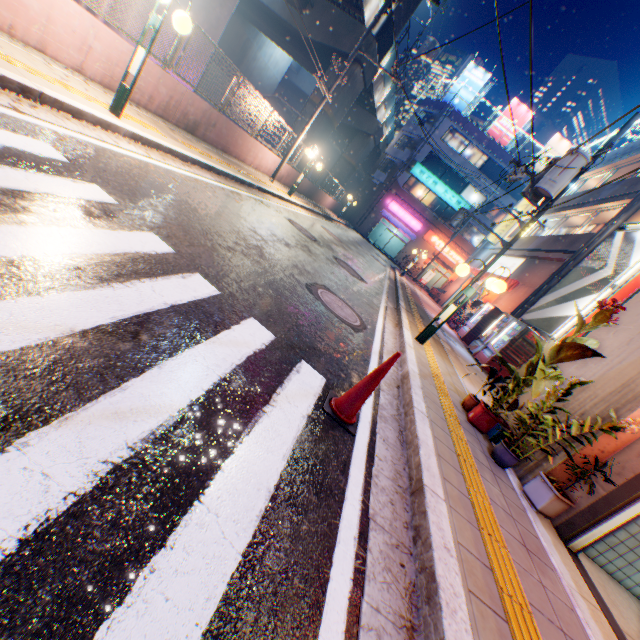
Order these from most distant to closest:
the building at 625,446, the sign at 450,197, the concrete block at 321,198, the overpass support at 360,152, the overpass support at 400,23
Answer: the sign at 450,197 < the concrete block at 321,198 < the overpass support at 360,152 < the overpass support at 400,23 < the building at 625,446

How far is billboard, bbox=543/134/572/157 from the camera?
33.9m

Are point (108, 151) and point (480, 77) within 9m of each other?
no

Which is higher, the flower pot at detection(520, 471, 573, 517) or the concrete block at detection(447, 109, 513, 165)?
the concrete block at detection(447, 109, 513, 165)

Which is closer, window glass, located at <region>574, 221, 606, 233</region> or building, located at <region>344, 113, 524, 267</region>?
window glass, located at <region>574, 221, 606, 233</region>

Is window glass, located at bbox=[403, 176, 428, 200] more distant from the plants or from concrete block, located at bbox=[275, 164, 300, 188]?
the plants

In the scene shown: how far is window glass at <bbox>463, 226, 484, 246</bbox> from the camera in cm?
3647

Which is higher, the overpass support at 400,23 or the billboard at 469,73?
the billboard at 469,73
